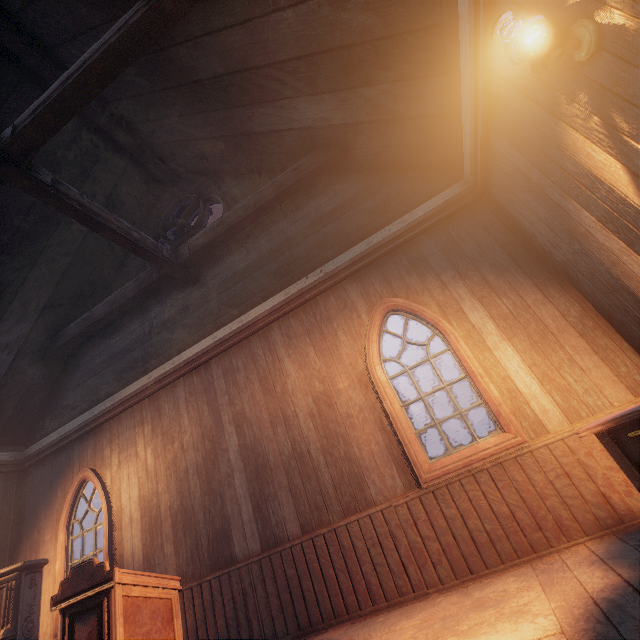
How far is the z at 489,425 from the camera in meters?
44.3 m

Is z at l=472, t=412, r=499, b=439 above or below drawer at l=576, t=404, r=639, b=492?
above

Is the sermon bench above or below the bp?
below

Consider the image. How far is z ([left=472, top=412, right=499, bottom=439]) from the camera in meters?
44.3 m

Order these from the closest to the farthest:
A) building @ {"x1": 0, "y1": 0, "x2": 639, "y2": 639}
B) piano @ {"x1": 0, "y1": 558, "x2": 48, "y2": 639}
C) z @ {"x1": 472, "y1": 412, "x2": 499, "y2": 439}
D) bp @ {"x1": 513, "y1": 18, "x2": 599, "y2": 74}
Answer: bp @ {"x1": 513, "y1": 18, "x2": 599, "y2": 74}, building @ {"x1": 0, "y1": 0, "x2": 639, "y2": 639}, piano @ {"x1": 0, "y1": 558, "x2": 48, "y2": 639}, z @ {"x1": 472, "y1": 412, "x2": 499, "y2": 439}

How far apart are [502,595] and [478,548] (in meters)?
0.62

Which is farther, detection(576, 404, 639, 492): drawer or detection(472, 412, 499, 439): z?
detection(472, 412, 499, 439): z

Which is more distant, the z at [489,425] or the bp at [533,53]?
the z at [489,425]
